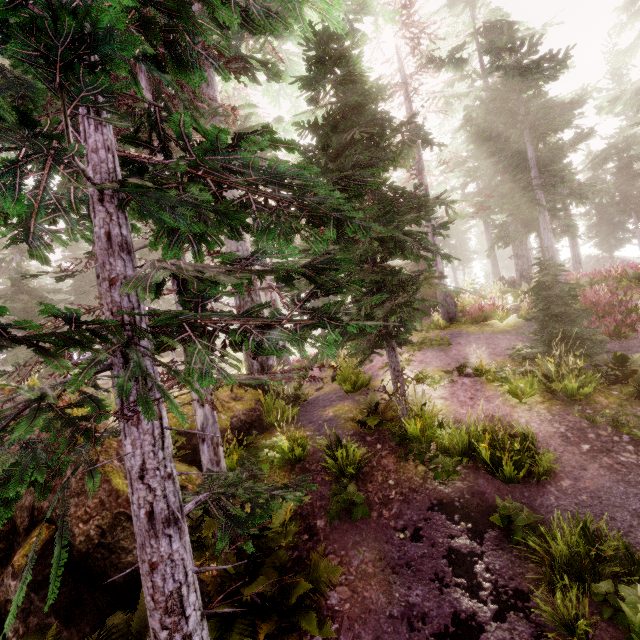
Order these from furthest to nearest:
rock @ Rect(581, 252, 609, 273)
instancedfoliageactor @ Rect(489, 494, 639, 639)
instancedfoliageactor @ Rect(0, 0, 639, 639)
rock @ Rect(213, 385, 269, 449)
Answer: rock @ Rect(581, 252, 609, 273) < rock @ Rect(213, 385, 269, 449) < instancedfoliageactor @ Rect(489, 494, 639, 639) < instancedfoliageactor @ Rect(0, 0, 639, 639)

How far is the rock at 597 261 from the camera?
35.3m

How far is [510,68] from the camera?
16.97m

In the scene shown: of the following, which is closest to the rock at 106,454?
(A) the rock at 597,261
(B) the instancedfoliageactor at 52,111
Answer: (B) the instancedfoliageactor at 52,111

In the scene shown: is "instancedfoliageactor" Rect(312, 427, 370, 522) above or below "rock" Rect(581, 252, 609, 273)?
below

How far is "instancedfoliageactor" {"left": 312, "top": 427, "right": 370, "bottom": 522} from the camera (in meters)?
6.36

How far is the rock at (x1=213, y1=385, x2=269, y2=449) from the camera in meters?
8.7
